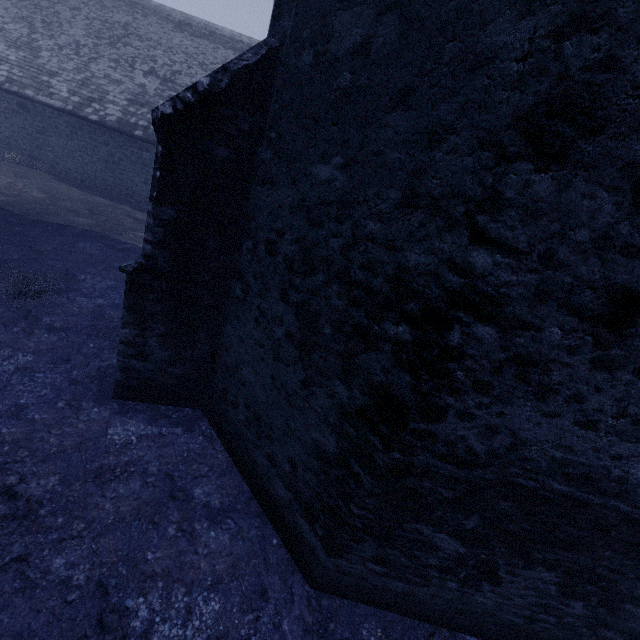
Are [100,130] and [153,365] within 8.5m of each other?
no
